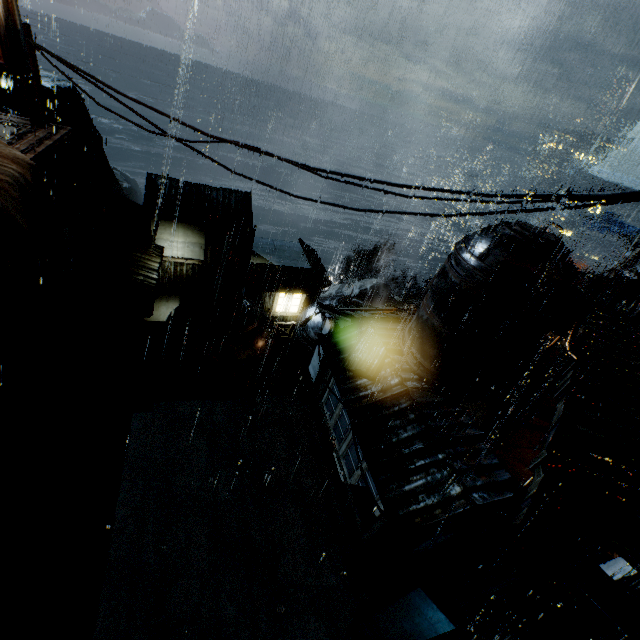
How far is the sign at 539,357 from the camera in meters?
10.5 m

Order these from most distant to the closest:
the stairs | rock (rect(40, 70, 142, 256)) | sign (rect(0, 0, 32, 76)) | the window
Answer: rock (rect(40, 70, 142, 256))
the window
the stairs
sign (rect(0, 0, 32, 76))

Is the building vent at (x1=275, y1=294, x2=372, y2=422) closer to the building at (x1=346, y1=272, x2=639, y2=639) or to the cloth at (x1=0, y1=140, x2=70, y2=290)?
the building at (x1=346, y1=272, x2=639, y2=639)

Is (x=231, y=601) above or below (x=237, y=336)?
below

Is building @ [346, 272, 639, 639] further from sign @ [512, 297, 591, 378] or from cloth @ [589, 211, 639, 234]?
cloth @ [589, 211, 639, 234]

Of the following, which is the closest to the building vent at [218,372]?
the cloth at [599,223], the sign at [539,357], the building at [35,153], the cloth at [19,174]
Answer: the building at [35,153]

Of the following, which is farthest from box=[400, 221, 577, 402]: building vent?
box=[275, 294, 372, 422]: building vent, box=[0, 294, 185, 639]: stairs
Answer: box=[0, 294, 185, 639]: stairs
